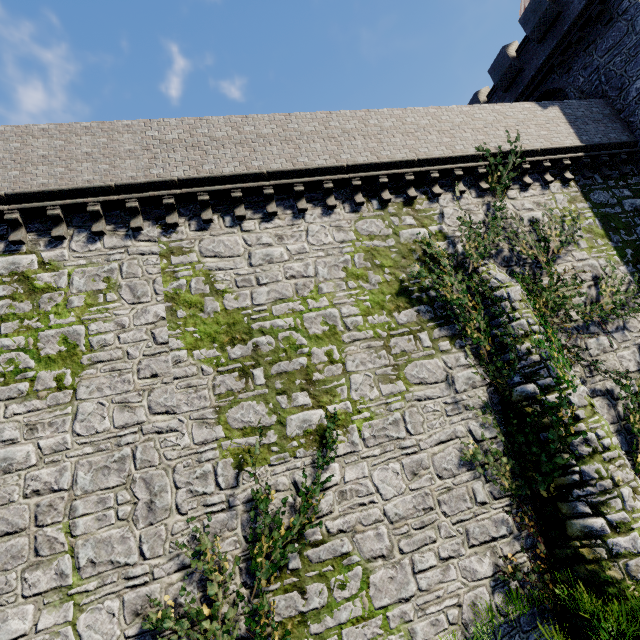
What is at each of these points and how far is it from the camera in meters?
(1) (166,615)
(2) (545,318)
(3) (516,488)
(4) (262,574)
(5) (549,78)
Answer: (1) ivy, 6.5
(2) ivy, 9.8
(3) ivy, 8.5
(4) ivy, 7.0
(5) building, 16.7

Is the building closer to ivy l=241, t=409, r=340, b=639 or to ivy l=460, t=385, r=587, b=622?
ivy l=460, t=385, r=587, b=622

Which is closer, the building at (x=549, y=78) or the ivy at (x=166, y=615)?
the ivy at (x=166, y=615)

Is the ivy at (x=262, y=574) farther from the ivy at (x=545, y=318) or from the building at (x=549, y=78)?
the building at (x=549, y=78)

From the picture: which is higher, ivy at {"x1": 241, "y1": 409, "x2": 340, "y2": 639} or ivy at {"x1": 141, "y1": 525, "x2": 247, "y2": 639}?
ivy at {"x1": 241, "y1": 409, "x2": 340, "y2": 639}

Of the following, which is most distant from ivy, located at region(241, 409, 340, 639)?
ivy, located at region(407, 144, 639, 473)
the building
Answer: the building

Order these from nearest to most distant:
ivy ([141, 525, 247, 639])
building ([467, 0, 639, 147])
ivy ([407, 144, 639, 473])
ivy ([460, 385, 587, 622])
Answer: ivy ([141, 525, 247, 639]), ivy ([460, 385, 587, 622]), ivy ([407, 144, 639, 473]), building ([467, 0, 639, 147])
